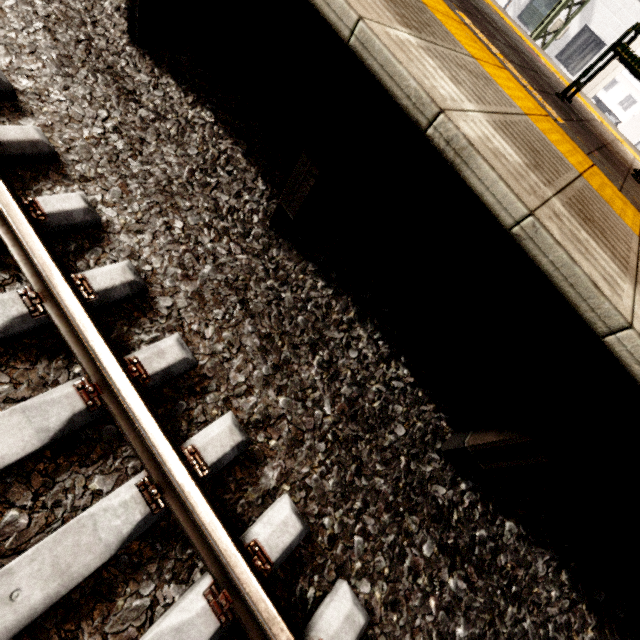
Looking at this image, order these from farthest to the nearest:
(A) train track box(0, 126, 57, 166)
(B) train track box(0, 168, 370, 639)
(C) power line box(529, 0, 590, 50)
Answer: (C) power line box(529, 0, 590, 50) → (A) train track box(0, 126, 57, 166) → (B) train track box(0, 168, 370, 639)

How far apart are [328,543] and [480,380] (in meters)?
1.48

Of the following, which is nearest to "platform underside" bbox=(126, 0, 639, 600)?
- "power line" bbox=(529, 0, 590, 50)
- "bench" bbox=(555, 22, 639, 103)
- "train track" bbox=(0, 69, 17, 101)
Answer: "train track" bbox=(0, 69, 17, 101)

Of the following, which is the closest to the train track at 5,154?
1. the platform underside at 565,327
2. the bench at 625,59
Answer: the platform underside at 565,327

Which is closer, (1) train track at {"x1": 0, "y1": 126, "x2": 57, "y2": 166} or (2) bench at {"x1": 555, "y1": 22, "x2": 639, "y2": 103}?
(1) train track at {"x1": 0, "y1": 126, "x2": 57, "y2": 166}
